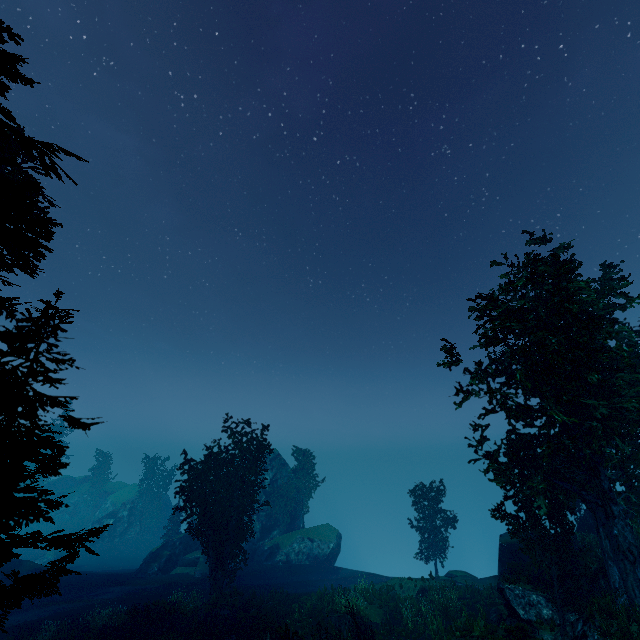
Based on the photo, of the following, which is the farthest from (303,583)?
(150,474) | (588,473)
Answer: (150,474)

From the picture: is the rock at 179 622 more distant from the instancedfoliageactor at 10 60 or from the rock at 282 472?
the rock at 282 472

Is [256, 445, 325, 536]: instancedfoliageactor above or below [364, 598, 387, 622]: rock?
above

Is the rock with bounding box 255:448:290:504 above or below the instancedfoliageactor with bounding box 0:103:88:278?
below

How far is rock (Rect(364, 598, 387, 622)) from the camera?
21.1 meters

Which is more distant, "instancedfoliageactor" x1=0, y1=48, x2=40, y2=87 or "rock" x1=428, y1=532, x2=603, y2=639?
"rock" x1=428, y1=532, x2=603, y2=639

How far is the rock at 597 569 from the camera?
17.73m

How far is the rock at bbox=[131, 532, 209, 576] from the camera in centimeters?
3381cm
